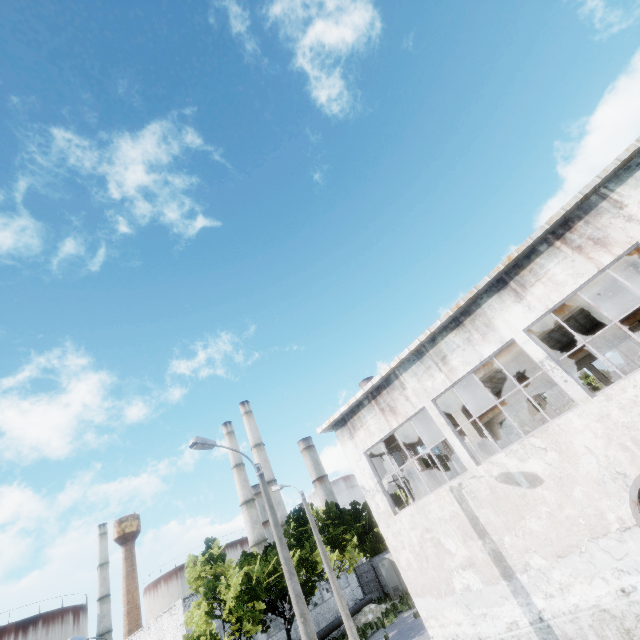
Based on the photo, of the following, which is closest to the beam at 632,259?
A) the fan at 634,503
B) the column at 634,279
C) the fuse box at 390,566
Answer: the column at 634,279

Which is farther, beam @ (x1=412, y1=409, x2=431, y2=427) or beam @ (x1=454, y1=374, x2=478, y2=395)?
beam @ (x1=412, y1=409, x2=431, y2=427)

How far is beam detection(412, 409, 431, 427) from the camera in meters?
15.4

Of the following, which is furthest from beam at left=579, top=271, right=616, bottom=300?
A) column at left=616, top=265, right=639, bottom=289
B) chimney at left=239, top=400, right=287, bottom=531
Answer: chimney at left=239, top=400, right=287, bottom=531

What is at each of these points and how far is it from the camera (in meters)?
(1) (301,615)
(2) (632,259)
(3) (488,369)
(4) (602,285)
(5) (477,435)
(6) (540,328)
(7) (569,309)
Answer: (1) lamp post, 9.68
(2) beam, 11.11
(3) beam, 13.82
(4) beam, 11.57
(5) column, 13.73
(6) beam, 12.71
(7) beam, 12.15

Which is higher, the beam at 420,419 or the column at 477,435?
the beam at 420,419

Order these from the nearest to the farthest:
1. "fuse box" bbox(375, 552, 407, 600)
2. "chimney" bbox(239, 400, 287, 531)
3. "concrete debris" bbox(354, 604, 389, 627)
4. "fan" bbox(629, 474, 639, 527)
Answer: "fan" bbox(629, 474, 639, 527) < "concrete debris" bbox(354, 604, 389, 627) < "fuse box" bbox(375, 552, 407, 600) < "chimney" bbox(239, 400, 287, 531)

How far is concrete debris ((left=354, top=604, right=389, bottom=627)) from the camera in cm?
2817
